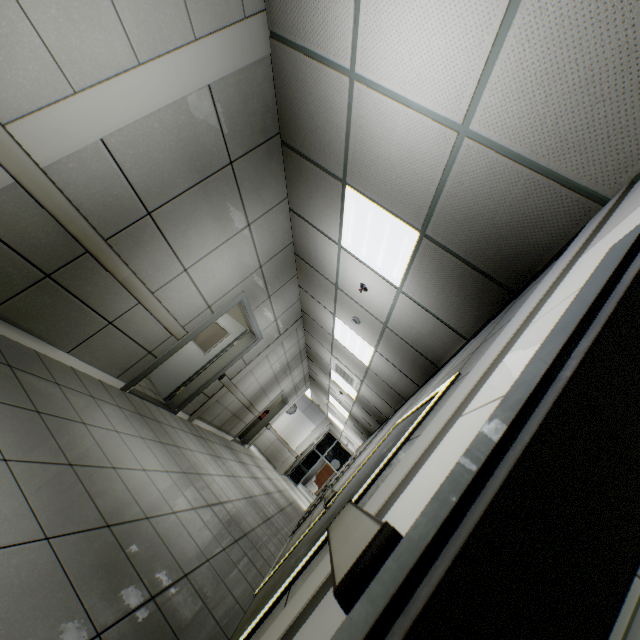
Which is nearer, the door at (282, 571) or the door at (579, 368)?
the door at (579, 368)

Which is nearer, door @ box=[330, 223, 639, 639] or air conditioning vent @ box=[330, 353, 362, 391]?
door @ box=[330, 223, 639, 639]

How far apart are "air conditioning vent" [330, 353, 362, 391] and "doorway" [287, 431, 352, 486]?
10.87m

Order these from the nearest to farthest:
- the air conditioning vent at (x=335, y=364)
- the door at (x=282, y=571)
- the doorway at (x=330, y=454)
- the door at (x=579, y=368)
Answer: the door at (x=579, y=368) → the door at (x=282, y=571) → the air conditioning vent at (x=335, y=364) → the doorway at (x=330, y=454)

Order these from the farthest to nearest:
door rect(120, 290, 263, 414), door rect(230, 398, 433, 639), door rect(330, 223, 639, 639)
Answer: door rect(120, 290, 263, 414) < door rect(230, 398, 433, 639) < door rect(330, 223, 639, 639)

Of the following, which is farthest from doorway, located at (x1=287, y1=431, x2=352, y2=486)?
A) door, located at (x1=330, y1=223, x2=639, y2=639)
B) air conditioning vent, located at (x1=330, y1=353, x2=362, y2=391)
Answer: door, located at (x1=330, y1=223, x2=639, y2=639)

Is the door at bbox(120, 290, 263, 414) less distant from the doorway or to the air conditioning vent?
the air conditioning vent

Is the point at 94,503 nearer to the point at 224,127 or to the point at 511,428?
the point at 511,428
